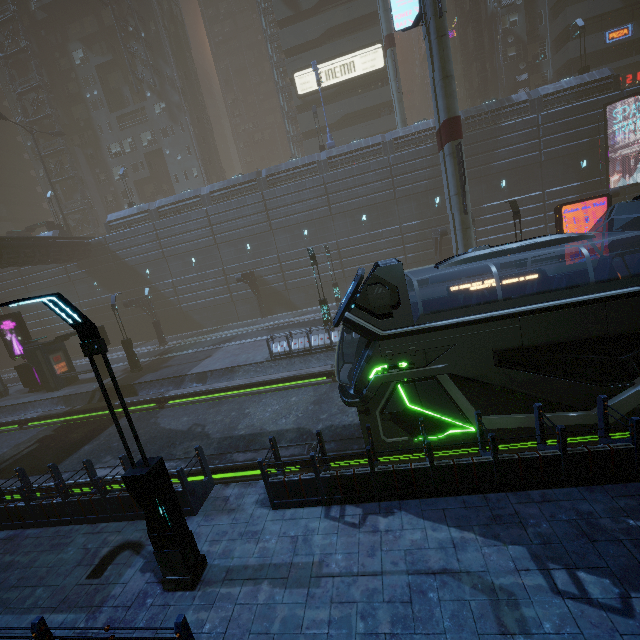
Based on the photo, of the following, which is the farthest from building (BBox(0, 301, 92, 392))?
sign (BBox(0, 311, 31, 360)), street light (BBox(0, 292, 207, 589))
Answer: street light (BBox(0, 292, 207, 589))

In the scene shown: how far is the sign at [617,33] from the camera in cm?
3100

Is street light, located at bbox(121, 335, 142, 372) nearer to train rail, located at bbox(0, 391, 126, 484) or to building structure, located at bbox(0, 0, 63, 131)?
train rail, located at bbox(0, 391, 126, 484)

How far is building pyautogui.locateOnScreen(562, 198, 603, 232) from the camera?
25.8 meters

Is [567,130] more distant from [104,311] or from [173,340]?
[104,311]

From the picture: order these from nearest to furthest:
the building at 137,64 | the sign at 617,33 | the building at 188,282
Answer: the building at 188,282 → the sign at 617,33 → the building at 137,64

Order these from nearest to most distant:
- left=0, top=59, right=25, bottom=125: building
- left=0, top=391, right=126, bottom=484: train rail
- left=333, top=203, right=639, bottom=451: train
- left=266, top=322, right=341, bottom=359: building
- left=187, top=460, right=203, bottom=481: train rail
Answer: left=333, top=203, right=639, bottom=451: train
left=187, top=460, right=203, bottom=481: train rail
left=0, top=391, right=126, bottom=484: train rail
left=266, top=322, right=341, bottom=359: building
left=0, top=59, right=25, bottom=125: building

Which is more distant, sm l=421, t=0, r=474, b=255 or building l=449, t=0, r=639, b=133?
building l=449, t=0, r=639, b=133
